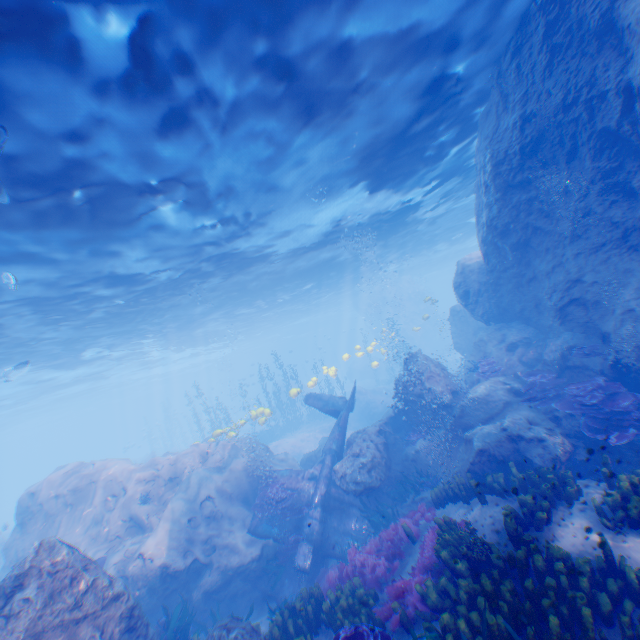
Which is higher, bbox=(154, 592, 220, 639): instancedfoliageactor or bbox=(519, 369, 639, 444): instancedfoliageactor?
bbox=(519, 369, 639, 444): instancedfoliageactor

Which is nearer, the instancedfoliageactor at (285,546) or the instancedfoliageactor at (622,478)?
the instancedfoliageactor at (622,478)

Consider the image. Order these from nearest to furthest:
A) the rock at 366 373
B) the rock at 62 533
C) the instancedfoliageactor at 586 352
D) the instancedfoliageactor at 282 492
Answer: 1. the rock at 62 533
2. the instancedfoliageactor at 586 352
3. the instancedfoliageactor at 282 492
4. the rock at 366 373

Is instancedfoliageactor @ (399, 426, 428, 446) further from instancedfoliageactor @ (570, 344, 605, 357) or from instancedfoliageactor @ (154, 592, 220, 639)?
instancedfoliageactor @ (154, 592, 220, 639)

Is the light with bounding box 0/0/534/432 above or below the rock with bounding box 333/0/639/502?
above

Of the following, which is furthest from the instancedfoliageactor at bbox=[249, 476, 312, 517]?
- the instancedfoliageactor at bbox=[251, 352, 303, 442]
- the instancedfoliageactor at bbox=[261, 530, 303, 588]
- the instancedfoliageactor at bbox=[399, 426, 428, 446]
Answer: the instancedfoliageactor at bbox=[251, 352, 303, 442]

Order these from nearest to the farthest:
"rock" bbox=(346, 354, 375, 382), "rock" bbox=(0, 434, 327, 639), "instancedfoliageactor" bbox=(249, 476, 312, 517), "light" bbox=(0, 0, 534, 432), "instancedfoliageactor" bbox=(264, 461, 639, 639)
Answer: "instancedfoliageactor" bbox=(264, 461, 639, 639) < "light" bbox=(0, 0, 534, 432) < "rock" bbox=(0, 434, 327, 639) < "instancedfoliageactor" bbox=(249, 476, 312, 517) < "rock" bbox=(346, 354, 375, 382)

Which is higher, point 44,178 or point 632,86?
point 44,178
